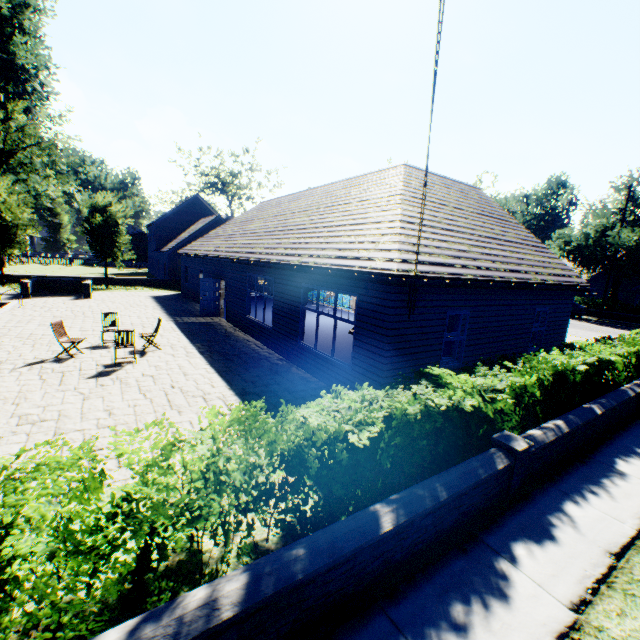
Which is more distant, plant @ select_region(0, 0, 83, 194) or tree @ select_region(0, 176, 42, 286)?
plant @ select_region(0, 0, 83, 194)

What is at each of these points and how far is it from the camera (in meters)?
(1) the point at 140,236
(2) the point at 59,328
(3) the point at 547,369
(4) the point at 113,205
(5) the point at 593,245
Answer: (1) flat, 58.97
(2) chair, 10.23
(3) hedge, 6.83
(4) tree, 26.97
(5) tree, 33.03

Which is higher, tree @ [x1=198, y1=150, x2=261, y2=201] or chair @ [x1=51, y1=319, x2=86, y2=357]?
tree @ [x1=198, y1=150, x2=261, y2=201]

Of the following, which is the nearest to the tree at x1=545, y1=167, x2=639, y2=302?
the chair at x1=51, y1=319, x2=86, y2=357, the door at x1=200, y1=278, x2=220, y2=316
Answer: the chair at x1=51, y1=319, x2=86, y2=357

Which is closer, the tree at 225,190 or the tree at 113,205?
the tree at 113,205

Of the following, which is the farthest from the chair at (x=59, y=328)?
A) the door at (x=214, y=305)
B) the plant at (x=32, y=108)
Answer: the plant at (x=32, y=108)

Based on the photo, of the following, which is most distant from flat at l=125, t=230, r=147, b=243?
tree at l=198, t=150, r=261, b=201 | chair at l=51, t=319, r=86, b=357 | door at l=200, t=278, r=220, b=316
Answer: chair at l=51, t=319, r=86, b=357

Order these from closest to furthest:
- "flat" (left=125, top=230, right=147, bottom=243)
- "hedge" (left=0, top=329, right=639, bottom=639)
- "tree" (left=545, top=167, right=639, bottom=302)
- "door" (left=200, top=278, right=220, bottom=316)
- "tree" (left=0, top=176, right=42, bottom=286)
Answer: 1. "hedge" (left=0, top=329, right=639, bottom=639)
2. "door" (left=200, top=278, right=220, bottom=316)
3. "tree" (left=0, top=176, right=42, bottom=286)
4. "tree" (left=545, top=167, right=639, bottom=302)
5. "flat" (left=125, top=230, right=147, bottom=243)
